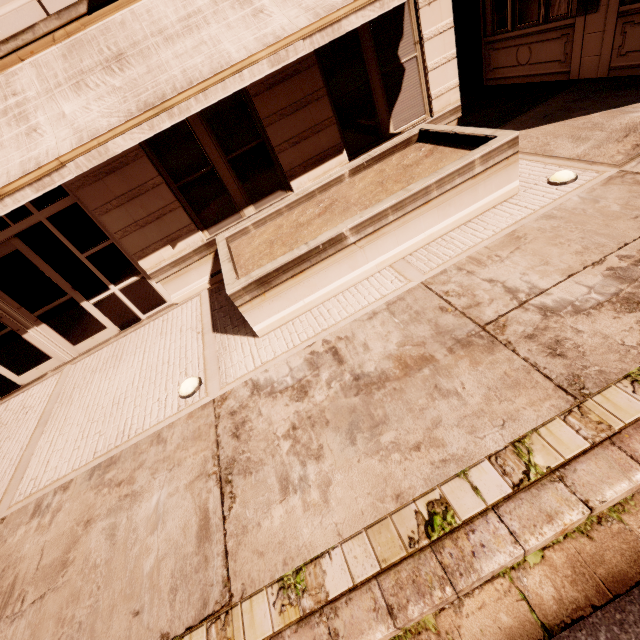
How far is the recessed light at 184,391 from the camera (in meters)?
4.88

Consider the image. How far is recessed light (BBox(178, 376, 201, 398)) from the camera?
4.9 meters

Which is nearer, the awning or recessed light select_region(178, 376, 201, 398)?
the awning

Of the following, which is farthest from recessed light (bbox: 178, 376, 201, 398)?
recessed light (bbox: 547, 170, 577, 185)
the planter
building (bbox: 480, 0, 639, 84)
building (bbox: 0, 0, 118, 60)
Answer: building (bbox: 480, 0, 639, 84)

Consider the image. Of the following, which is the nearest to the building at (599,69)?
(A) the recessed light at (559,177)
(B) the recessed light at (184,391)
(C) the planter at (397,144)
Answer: (A) the recessed light at (559,177)

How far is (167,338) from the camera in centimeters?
644cm

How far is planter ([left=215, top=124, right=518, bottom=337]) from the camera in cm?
481

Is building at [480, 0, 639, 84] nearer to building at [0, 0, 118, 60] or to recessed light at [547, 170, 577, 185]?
building at [0, 0, 118, 60]
